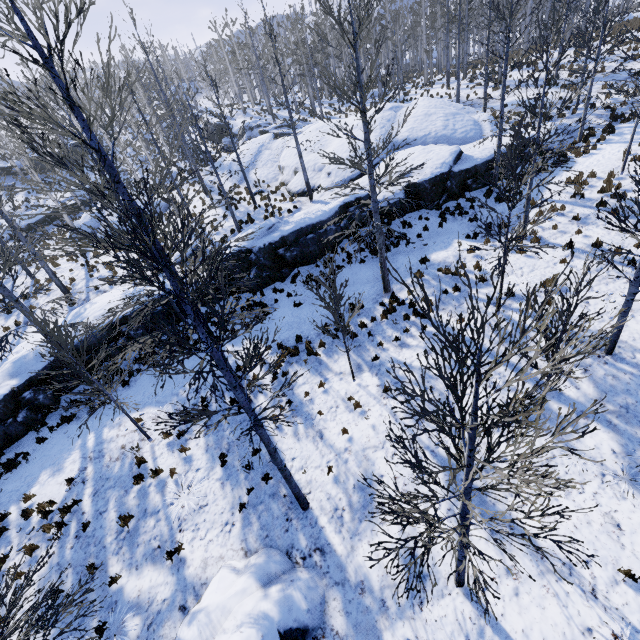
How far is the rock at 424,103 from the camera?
15.88m

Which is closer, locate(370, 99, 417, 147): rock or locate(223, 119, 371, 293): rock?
locate(223, 119, 371, 293): rock

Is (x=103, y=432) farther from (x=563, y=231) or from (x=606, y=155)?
(x=606, y=155)

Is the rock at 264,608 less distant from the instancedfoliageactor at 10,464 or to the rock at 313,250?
the instancedfoliageactor at 10,464

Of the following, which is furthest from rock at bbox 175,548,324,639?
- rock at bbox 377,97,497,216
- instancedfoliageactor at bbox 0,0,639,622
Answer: rock at bbox 377,97,497,216

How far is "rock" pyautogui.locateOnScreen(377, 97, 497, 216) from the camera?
15.9m

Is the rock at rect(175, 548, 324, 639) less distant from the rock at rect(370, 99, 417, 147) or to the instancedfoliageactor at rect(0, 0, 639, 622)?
the instancedfoliageactor at rect(0, 0, 639, 622)
